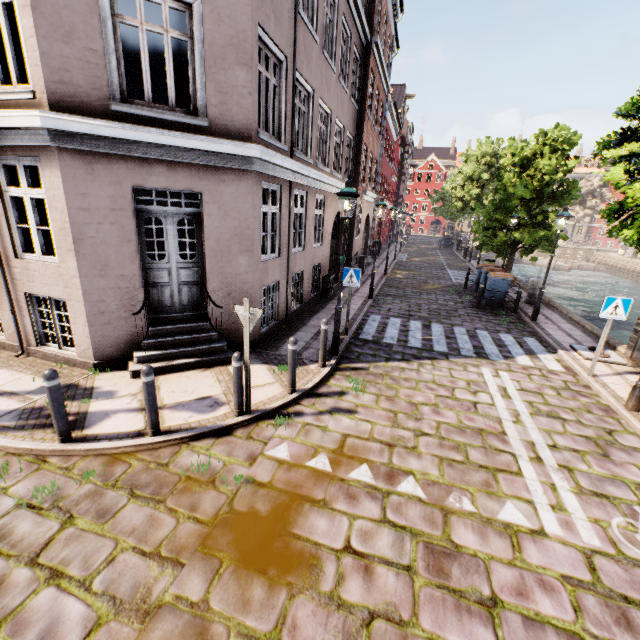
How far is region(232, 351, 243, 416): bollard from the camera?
5.0 meters

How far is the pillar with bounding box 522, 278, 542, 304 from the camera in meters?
13.8

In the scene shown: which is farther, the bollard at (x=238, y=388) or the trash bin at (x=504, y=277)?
the trash bin at (x=504, y=277)

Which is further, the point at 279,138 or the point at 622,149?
the point at 279,138

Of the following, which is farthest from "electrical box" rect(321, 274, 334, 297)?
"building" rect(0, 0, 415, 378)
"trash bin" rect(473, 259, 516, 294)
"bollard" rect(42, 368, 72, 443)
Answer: "bollard" rect(42, 368, 72, 443)

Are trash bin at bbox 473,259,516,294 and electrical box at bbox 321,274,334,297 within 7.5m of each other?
yes

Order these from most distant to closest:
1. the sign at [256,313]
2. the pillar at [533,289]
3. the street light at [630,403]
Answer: the pillar at [533,289], the street light at [630,403], the sign at [256,313]

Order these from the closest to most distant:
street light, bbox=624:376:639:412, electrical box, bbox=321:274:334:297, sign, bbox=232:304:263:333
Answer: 1. sign, bbox=232:304:263:333
2. street light, bbox=624:376:639:412
3. electrical box, bbox=321:274:334:297
